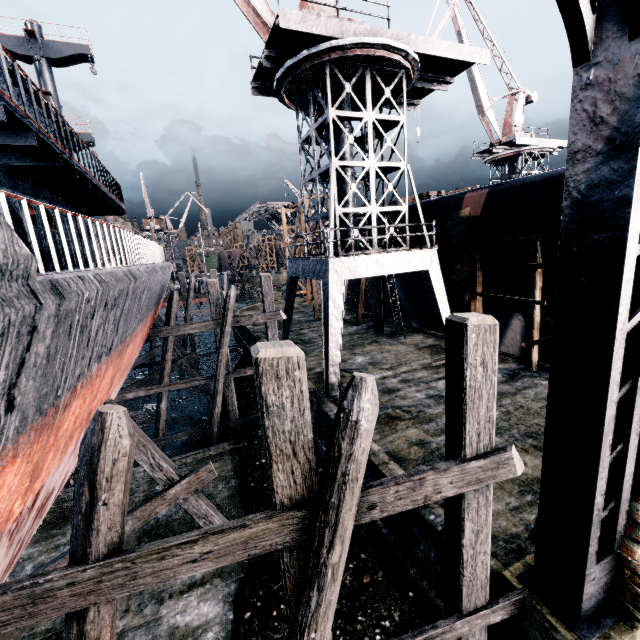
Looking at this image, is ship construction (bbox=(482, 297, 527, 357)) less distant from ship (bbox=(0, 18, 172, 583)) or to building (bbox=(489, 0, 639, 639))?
ship (bbox=(0, 18, 172, 583))

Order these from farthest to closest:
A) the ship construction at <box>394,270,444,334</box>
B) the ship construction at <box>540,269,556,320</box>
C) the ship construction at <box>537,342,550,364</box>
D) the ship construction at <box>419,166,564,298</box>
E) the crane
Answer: the ship construction at <box>394,270,444,334</box> < the ship construction at <box>537,342,550,364</box> < the ship construction at <box>540,269,556,320</box> < the crane < the ship construction at <box>419,166,564,298</box>

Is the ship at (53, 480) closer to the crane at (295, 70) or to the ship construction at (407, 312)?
the crane at (295, 70)

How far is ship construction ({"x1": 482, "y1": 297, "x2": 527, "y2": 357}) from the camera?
16.31m

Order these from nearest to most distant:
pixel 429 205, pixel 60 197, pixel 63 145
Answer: pixel 60 197
pixel 429 205
pixel 63 145

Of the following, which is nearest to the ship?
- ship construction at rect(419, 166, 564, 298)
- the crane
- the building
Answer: the crane

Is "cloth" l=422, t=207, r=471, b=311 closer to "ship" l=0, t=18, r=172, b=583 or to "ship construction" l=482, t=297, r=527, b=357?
"ship construction" l=482, t=297, r=527, b=357

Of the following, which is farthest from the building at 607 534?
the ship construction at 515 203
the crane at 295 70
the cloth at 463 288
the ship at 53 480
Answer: the cloth at 463 288
